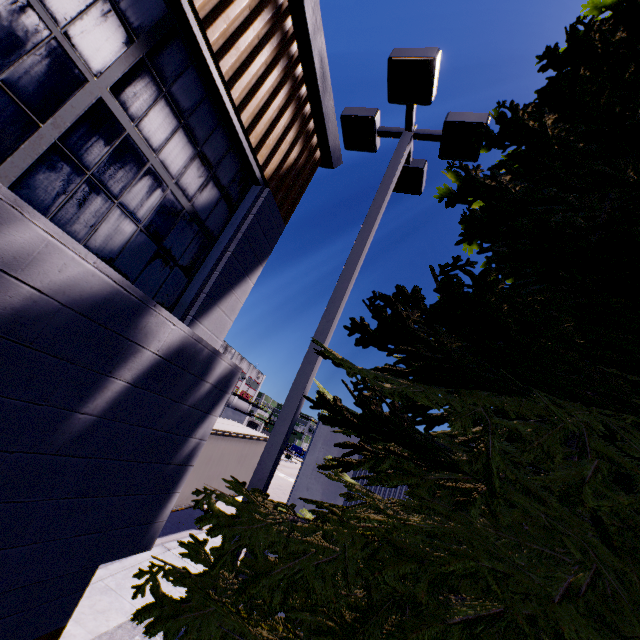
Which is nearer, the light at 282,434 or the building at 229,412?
the light at 282,434

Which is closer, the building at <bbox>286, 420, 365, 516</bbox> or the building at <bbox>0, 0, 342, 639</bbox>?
the building at <bbox>0, 0, 342, 639</bbox>

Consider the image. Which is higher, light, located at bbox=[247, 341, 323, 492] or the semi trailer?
light, located at bbox=[247, 341, 323, 492]

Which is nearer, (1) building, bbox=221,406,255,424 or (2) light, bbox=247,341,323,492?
(2) light, bbox=247,341,323,492

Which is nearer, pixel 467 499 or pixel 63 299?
pixel 63 299

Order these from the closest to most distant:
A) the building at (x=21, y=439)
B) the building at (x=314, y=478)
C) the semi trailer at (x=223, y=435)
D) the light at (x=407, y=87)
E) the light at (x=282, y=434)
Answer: the building at (x=21, y=439) → the light at (x=282, y=434) → the light at (x=407, y=87) → the building at (x=314, y=478) → the semi trailer at (x=223, y=435)

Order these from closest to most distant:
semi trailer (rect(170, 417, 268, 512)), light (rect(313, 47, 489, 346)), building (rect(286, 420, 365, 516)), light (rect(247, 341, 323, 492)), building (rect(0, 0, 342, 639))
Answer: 1. building (rect(0, 0, 342, 639))
2. light (rect(247, 341, 323, 492))
3. light (rect(313, 47, 489, 346))
4. building (rect(286, 420, 365, 516))
5. semi trailer (rect(170, 417, 268, 512))

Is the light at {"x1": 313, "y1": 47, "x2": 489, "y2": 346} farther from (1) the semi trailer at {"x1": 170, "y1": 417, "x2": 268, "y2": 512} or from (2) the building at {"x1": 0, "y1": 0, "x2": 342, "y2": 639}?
(1) the semi trailer at {"x1": 170, "y1": 417, "x2": 268, "y2": 512}
